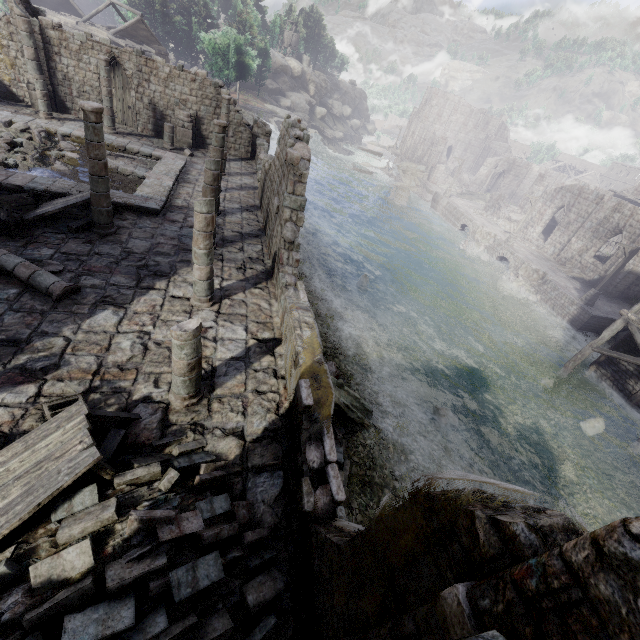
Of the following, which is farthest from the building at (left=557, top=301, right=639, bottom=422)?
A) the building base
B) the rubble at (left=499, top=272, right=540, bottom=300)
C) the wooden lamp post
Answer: the rubble at (left=499, top=272, right=540, bottom=300)

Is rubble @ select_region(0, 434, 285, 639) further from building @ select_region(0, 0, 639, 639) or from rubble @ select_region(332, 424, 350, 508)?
rubble @ select_region(332, 424, 350, 508)

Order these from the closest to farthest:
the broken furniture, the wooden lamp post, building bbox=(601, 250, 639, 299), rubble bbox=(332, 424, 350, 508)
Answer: the broken furniture → rubble bbox=(332, 424, 350, 508) → the wooden lamp post → building bbox=(601, 250, 639, 299)

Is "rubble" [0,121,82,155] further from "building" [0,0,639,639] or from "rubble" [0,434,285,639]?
"rubble" [0,434,285,639]

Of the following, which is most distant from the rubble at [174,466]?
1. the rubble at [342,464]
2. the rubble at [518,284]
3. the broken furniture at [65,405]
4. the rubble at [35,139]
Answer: the rubble at [518,284]

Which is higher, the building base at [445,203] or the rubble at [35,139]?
the rubble at [35,139]

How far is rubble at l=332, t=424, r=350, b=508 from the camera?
8.7 meters

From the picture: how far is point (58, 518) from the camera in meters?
4.8 m
